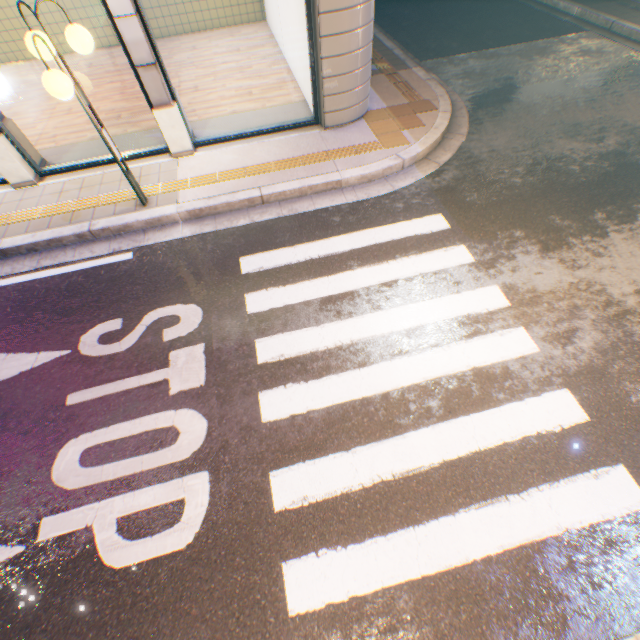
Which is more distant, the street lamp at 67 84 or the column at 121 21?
the column at 121 21

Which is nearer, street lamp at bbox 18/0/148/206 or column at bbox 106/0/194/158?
street lamp at bbox 18/0/148/206

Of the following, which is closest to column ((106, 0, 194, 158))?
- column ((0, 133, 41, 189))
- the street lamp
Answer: the street lamp

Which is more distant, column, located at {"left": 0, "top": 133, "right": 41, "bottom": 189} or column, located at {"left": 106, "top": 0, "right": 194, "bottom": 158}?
column, located at {"left": 0, "top": 133, "right": 41, "bottom": 189}

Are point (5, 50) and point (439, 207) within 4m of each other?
no

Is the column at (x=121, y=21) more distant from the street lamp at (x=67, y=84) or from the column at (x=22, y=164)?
the column at (x=22, y=164)

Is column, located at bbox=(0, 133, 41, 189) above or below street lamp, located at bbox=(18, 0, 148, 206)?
below

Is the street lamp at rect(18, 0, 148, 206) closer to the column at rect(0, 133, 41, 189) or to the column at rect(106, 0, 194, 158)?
the column at rect(106, 0, 194, 158)
